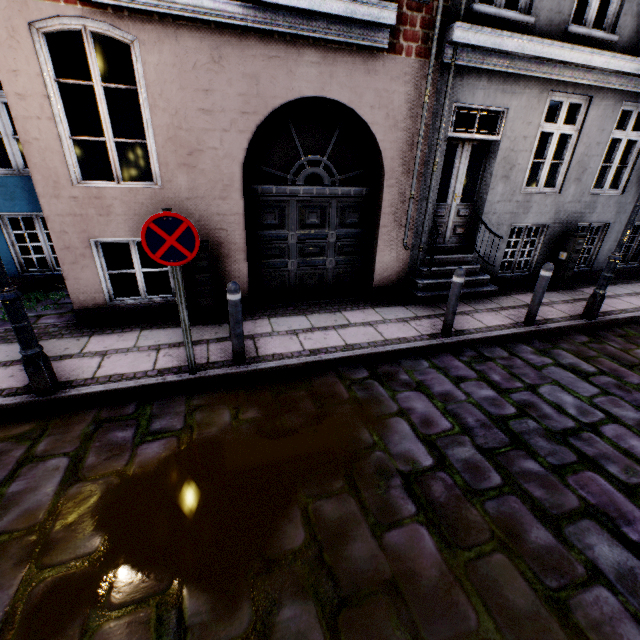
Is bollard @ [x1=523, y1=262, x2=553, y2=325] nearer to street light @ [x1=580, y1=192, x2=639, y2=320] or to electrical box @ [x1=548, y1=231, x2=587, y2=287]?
street light @ [x1=580, y1=192, x2=639, y2=320]

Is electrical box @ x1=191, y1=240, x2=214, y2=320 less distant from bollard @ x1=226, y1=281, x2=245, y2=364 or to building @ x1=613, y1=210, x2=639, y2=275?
building @ x1=613, y1=210, x2=639, y2=275

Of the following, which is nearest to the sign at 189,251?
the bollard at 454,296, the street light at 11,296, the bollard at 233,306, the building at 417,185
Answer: the bollard at 233,306

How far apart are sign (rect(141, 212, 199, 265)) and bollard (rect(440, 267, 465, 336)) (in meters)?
3.61

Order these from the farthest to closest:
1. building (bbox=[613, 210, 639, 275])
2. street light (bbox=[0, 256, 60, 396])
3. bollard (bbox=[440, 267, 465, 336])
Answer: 1. building (bbox=[613, 210, 639, 275])
2. bollard (bbox=[440, 267, 465, 336])
3. street light (bbox=[0, 256, 60, 396])

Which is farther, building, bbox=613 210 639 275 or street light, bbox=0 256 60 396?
building, bbox=613 210 639 275

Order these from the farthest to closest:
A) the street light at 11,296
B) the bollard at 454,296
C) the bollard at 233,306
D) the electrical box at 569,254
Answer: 1. the electrical box at 569,254
2. the bollard at 454,296
3. the bollard at 233,306
4. the street light at 11,296

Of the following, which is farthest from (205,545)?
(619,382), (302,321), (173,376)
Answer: (619,382)
